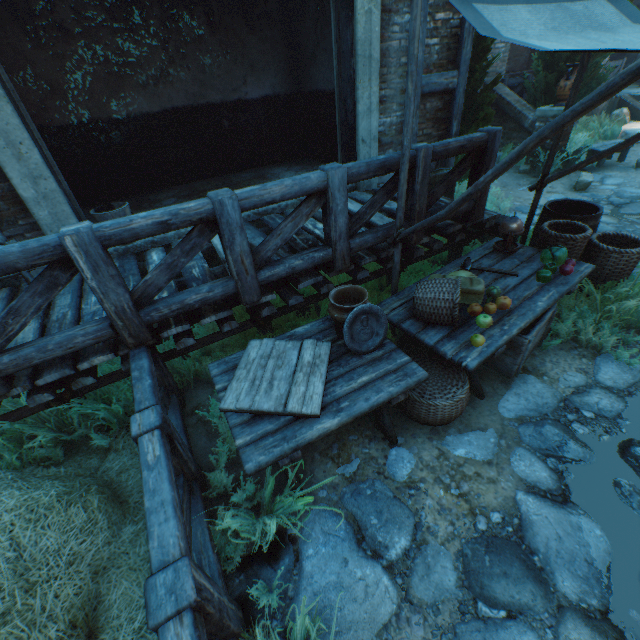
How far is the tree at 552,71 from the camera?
7.55m

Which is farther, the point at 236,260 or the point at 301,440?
the point at 236,260

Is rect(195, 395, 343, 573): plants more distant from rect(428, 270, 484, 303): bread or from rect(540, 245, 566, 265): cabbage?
rect(540, 245, 566, 265): cabbage

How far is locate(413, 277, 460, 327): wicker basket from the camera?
2.7m

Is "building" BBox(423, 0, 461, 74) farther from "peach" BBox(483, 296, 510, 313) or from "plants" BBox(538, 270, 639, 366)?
"peach" BBox(483, 296, 510, 313)

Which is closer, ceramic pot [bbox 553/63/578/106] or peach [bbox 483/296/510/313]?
peach [bbox 483/296/510/313]

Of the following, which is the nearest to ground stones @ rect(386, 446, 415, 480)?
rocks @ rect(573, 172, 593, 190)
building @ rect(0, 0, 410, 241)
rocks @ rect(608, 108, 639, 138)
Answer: building @ rect(0, 0, 410, 241)

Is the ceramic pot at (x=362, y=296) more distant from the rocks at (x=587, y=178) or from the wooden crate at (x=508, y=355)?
the rocks at (x=587, y=178)
